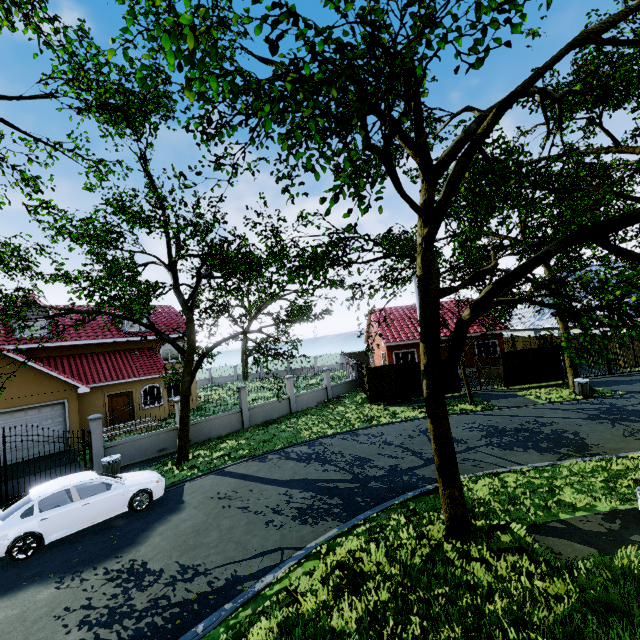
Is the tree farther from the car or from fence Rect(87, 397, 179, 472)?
the car

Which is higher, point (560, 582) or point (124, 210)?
point (124, 210)

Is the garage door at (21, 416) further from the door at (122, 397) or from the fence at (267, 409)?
the door at (122, 397)

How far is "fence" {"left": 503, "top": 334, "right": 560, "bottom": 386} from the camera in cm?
2150

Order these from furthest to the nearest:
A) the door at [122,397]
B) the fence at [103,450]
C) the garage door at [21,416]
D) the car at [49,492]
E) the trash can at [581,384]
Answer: the door at [122,397] < the trash can at [581,384] < the garage door at [21,416] < the fence at [103,450] < the car at [49,492]

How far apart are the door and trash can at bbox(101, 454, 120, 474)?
10.0 meters

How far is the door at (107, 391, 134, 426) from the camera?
21.3m
